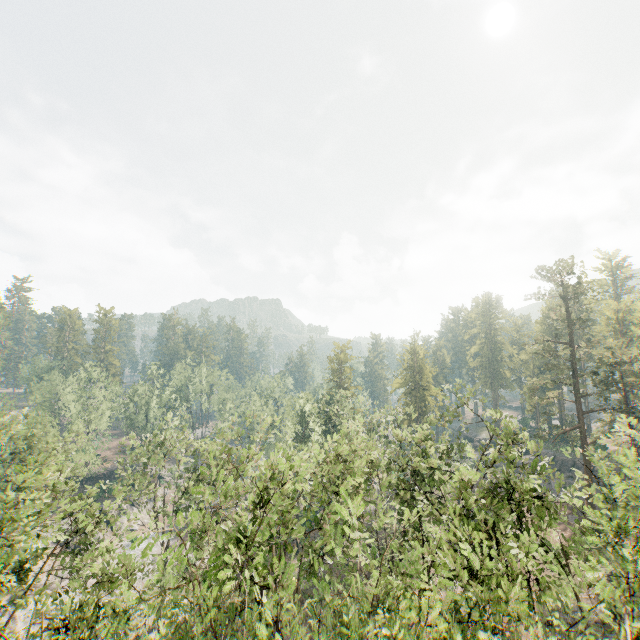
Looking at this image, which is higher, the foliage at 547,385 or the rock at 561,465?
the foliage at 547,385

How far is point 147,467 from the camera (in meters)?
31.11

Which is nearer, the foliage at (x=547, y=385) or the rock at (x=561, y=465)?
the foliage at (x=547, y=385)

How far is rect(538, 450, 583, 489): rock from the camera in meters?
48.2 m

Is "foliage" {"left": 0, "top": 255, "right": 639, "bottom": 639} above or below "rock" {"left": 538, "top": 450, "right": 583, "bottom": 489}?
above

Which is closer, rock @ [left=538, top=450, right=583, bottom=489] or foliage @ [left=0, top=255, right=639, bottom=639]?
foliage @ [left=0, top=255, right=639, bottom=639]
